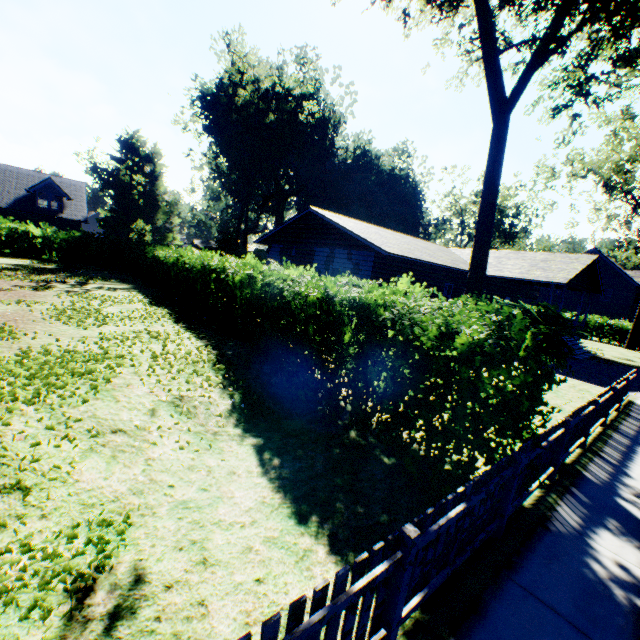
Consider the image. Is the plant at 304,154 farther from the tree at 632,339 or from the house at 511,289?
the tree at 632,339

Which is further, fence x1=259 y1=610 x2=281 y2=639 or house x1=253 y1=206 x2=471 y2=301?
house x1=253 y1=206 x2=471 y2=301

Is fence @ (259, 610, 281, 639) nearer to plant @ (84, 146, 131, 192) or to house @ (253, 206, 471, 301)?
house @ (253, 206, 471, 301)

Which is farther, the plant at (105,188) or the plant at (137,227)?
the plant at (105,188)

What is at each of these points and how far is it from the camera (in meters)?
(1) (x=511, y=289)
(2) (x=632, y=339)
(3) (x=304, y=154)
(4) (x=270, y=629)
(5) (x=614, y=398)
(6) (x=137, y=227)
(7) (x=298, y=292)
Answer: (1) house, 27.28
(2) tree, 29.92
(3) plant, 45.88
(4) fence, 1.89
(5) fence, 10.14
(6) plant, 42.81
(7) hedge, 8.01

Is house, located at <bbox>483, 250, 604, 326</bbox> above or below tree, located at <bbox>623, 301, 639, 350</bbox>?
above

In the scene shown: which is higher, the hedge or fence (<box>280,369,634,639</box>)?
the hedge

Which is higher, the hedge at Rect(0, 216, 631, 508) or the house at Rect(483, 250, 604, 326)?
the house at Rect(483, 250, 604, 326)
